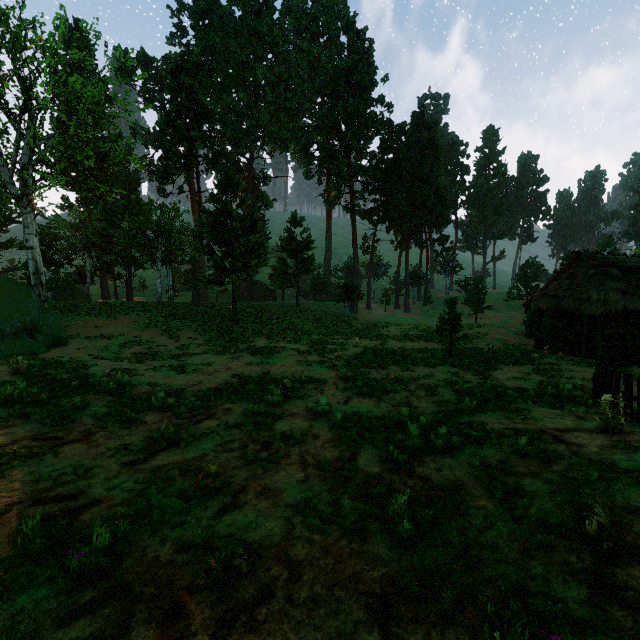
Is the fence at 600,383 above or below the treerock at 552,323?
below

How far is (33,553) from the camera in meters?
3.9

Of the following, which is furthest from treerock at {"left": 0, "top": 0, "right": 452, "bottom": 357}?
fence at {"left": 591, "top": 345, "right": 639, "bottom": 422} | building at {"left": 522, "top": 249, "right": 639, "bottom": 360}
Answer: fence at {"left": 591, "top": 345, "right": 639, "bottom": 422}

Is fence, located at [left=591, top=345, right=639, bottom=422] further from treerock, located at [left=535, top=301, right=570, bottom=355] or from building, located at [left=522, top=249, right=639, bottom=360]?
treerock, located at [left=535, top=301, right=570, bottom=355]

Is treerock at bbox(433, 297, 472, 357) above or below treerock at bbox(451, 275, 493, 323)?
below

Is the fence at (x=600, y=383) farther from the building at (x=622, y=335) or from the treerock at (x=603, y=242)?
the treerock at (x=603, y=242)
